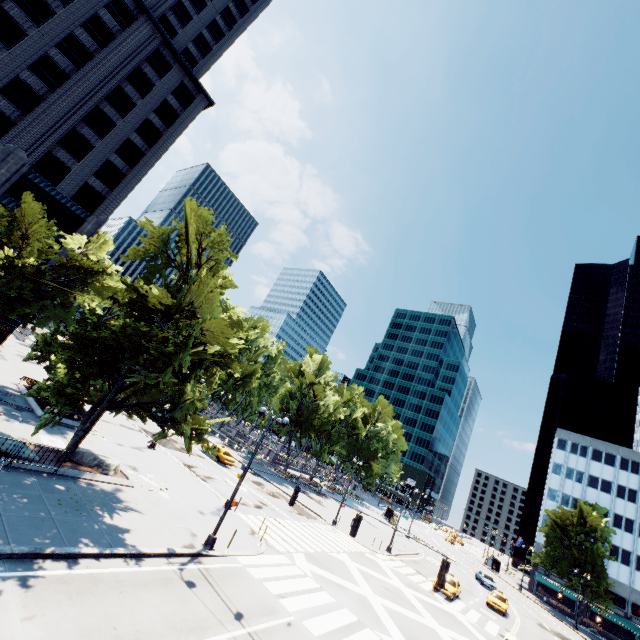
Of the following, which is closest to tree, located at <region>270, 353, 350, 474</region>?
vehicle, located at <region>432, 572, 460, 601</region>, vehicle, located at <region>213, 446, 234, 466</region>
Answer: vehicle, located at <region>213, 446, 234, 466</region>

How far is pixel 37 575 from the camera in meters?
9.5 m

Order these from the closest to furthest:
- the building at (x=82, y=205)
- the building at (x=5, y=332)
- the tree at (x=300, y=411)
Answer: the building at (x=82, y=205) → the building at (x=5, y=332) → the tree at (x=300, y=411)

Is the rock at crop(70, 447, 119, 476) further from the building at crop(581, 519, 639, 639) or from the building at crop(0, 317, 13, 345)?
the building at crop(581, 519, 639, 639)

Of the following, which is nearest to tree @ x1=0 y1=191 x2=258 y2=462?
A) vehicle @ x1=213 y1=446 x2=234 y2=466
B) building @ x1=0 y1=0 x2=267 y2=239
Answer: building @ x1=0 y1=0 x2=267 y2=239

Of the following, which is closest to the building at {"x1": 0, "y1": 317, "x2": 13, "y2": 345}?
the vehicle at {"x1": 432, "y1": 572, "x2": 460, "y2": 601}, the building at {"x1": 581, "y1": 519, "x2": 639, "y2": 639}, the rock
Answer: the rock

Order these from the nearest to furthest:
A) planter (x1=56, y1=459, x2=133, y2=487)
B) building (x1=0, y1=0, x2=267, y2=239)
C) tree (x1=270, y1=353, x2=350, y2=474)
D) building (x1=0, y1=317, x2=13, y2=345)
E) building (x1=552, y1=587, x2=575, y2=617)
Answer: planter (x1=56, y1=459, x2=133, y2=487)
building (x1=0, y1=0, x2=267, y2=239)
building (x1=0, y1=317, x2=13, y2=345)
tree (x1=270, y1=353, x2=350, y2=474)
building (x1=552, y1=587, x2=575, y2=617)

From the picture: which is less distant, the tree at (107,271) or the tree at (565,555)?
the tree at (107,271)
